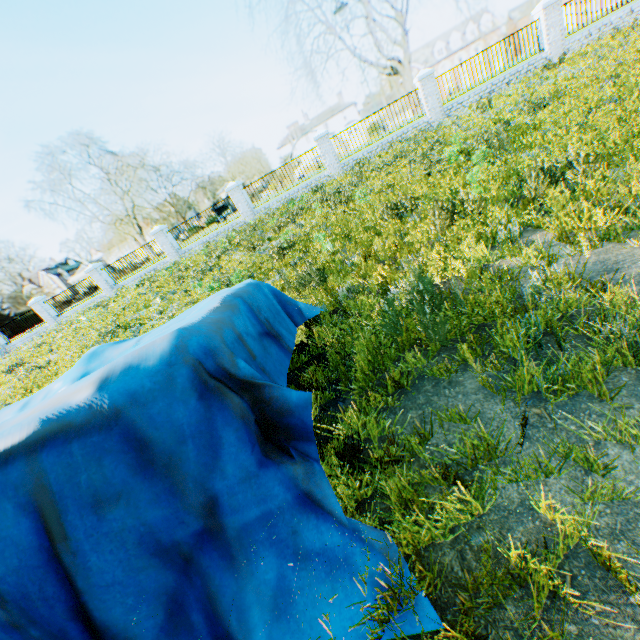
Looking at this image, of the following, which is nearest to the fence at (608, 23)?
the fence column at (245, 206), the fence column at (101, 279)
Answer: the fence column at (245, 206)

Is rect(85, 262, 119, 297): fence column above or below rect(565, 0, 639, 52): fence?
above

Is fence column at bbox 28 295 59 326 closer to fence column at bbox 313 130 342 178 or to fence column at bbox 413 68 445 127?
fence column at bbox 313 130 342 178

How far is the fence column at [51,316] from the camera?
22.4m

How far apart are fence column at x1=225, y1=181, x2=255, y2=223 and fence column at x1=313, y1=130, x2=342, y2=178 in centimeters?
474cm

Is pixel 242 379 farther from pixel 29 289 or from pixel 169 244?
pixel 29 289

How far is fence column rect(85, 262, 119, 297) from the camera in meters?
21.0

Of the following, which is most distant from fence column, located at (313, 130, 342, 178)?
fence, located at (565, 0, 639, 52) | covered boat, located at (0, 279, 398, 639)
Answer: covered boat, located at (0, 279, 398, 639)
